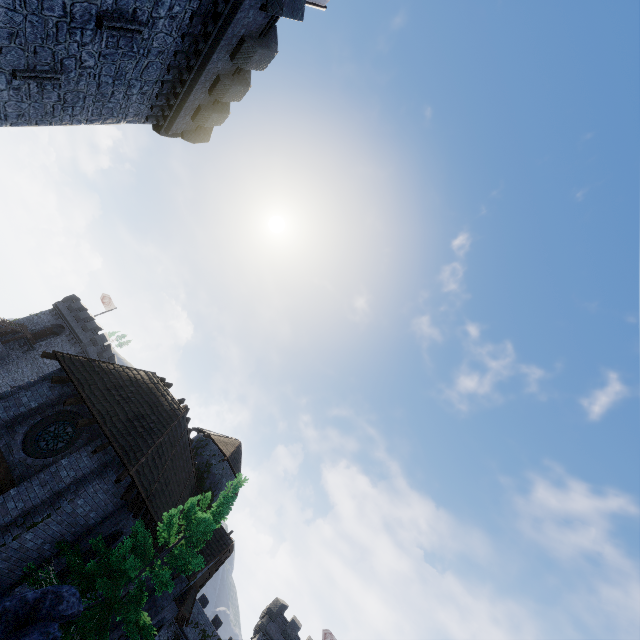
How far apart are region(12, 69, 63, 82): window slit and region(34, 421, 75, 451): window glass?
13.3 meters

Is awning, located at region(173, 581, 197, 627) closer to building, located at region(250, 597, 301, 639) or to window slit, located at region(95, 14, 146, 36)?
building, located at region(250, 597, 301, 639)

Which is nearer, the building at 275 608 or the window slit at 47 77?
the window slit at 47 77

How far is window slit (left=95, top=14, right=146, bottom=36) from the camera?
11.1 meters

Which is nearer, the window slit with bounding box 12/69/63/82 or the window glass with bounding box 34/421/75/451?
the window slit with bounding box 12/69/63/82

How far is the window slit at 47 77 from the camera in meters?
11.9

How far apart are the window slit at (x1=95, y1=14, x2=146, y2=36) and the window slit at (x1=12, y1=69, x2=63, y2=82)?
2.6 meters

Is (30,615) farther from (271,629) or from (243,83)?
(271,629)
